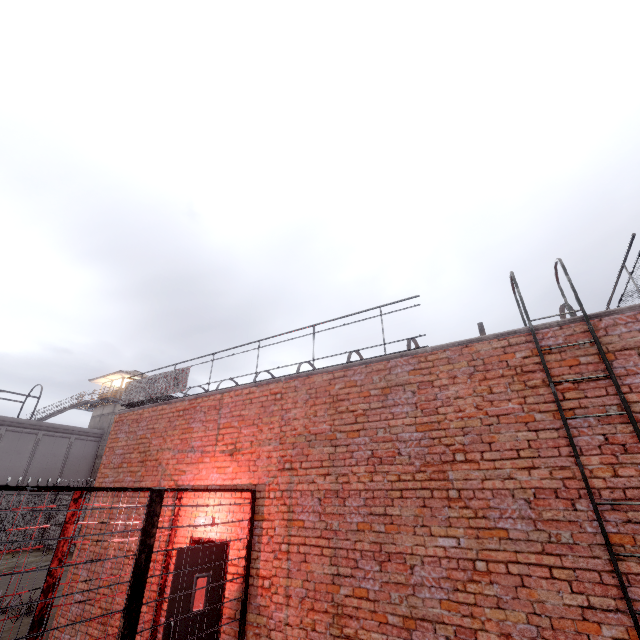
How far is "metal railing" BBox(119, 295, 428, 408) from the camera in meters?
5.9 m

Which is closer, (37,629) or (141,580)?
(141,580)

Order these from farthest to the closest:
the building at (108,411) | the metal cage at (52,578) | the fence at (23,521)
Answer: the building at (108,411), the fence at (23,521), the metal cage at (52,578)

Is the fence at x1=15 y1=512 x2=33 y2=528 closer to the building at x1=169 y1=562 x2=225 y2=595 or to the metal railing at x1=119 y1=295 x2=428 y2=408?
the metal railing at x1=119 y1=295 x2=428 y2=408

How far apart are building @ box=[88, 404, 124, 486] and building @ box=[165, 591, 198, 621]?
31.7m

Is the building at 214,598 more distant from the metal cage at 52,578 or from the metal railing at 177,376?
the metal railing at 177,376

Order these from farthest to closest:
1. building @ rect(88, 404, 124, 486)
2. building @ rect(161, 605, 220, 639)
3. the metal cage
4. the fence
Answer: building @ rect(88, 404, 124, 486) → the fence → building @ rect(161, 605, 220, 639) → the metal cage
